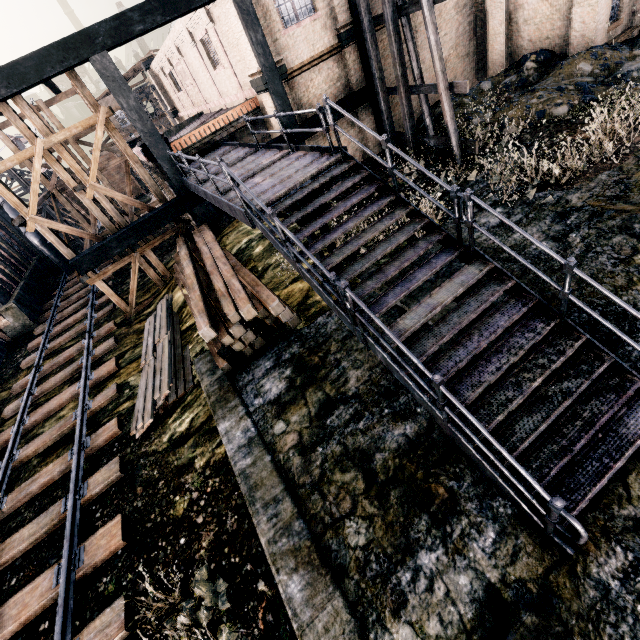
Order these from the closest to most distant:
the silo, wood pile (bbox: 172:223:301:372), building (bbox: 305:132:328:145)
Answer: wood pile (bbox: 172:223:301:372)
building (bbox: 305:132:328:145)
the silo

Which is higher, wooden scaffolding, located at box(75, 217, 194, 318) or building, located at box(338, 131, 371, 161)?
wooden scaffolding, located at box(75, 217, 194, 318)

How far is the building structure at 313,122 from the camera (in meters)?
15.83

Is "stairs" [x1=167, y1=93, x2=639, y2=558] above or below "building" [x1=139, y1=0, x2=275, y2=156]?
below

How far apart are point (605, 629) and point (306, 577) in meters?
4.1 m

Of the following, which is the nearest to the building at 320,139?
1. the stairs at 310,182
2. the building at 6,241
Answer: the stairs at 310,182

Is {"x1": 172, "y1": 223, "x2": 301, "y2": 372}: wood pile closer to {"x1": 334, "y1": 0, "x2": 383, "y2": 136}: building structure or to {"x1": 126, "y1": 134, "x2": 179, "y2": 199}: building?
{"x1": 334, "y1": 0, "x2": 383, "y2": 136}: building structure

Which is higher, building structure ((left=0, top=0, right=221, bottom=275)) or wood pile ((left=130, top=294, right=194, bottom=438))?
building structure ((left=0, top=0, right=221, bottom=275))
